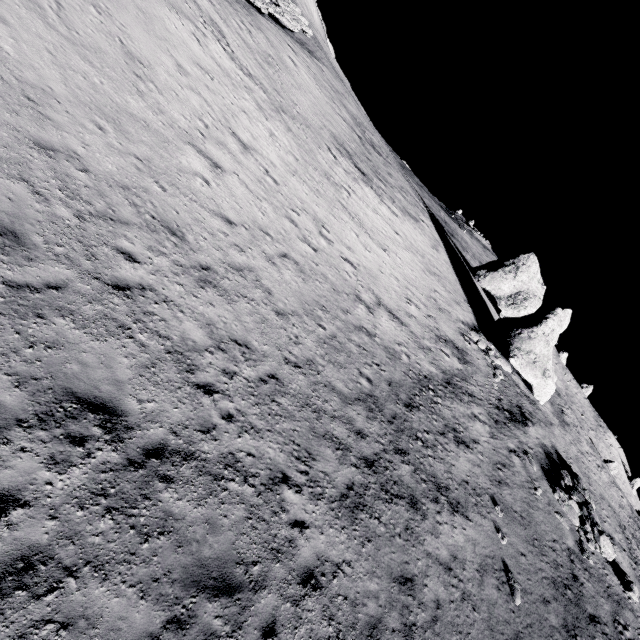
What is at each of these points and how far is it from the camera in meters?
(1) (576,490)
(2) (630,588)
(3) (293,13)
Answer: (1) stone, 19.5
(2) stone, 16.7
(3) stone, 40.0

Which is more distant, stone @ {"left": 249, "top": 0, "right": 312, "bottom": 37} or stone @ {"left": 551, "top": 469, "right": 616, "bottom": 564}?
stone @ {"left": 249, "top": 0, "right": 312, "bottom": 37}

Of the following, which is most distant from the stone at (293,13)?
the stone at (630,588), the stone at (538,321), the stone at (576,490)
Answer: the stone at (630,588)

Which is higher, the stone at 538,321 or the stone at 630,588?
the stone at 538,321

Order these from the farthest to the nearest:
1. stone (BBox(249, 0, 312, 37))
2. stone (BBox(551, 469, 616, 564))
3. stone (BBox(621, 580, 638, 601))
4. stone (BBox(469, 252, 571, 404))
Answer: stone (BBox(249, 0, 312, 37))
stone (BBox(469, 252, 571, 404))
stone (BBox(551, 469, 616, 564))
stone (BBox(621, 580, 638, 601))

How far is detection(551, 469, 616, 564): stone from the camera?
17.3m

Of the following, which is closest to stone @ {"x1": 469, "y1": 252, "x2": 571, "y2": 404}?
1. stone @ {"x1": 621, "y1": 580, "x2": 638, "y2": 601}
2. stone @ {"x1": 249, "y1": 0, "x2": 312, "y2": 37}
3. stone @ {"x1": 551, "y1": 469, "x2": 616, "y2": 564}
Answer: stone @ {"x1": 551, "y1": 469, "x2": 616, "y2": 564}

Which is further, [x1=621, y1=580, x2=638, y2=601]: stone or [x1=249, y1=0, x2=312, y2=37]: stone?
[x1=249, y1=0, x2=312, y2=37]: stone
